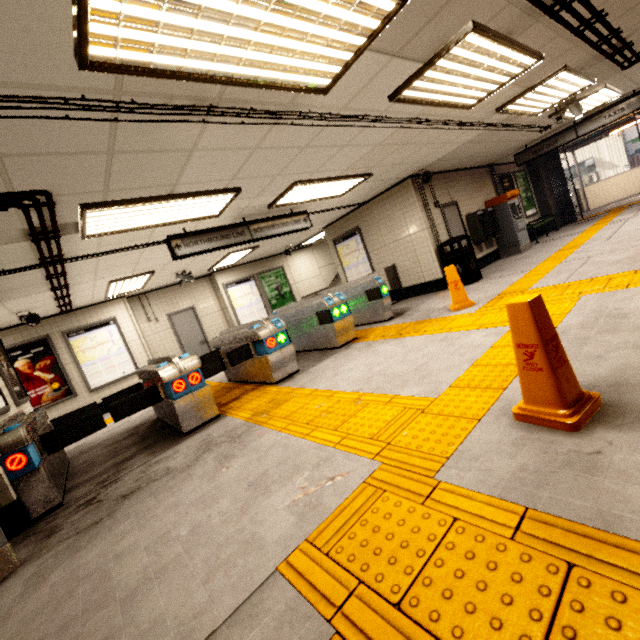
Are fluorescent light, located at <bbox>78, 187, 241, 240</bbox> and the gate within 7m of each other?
no

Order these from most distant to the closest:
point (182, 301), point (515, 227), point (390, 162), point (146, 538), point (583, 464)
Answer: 1. point (182, 301)
2. point (515, 227)
3. point (390, 162)
4. point (146, 538)
5. point (583, 464)

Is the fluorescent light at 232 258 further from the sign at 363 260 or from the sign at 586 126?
the sign at 586 126

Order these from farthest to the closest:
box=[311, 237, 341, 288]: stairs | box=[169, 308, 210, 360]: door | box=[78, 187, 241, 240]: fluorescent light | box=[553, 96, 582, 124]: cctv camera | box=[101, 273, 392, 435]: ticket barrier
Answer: box=[311, 237, 341, 288]: stairs
box=[169, 308, 210, 360]: door
box=[553, 96, 582, 124]: cctv camera
box=[101, 273, 392, 435]: ticket barrier
box=[78, 187, 241, 240]: fluorescent light

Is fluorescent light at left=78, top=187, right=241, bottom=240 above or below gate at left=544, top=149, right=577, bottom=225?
above

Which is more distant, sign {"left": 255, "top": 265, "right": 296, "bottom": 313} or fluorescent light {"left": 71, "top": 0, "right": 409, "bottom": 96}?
sign {"left": 255, "top": 265, "right": 296, "bottom": 313}

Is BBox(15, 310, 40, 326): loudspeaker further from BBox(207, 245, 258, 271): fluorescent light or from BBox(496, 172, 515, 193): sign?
BBox(496, 172, 515, 193): sign

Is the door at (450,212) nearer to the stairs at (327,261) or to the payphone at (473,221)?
the payphone at (473,221)
